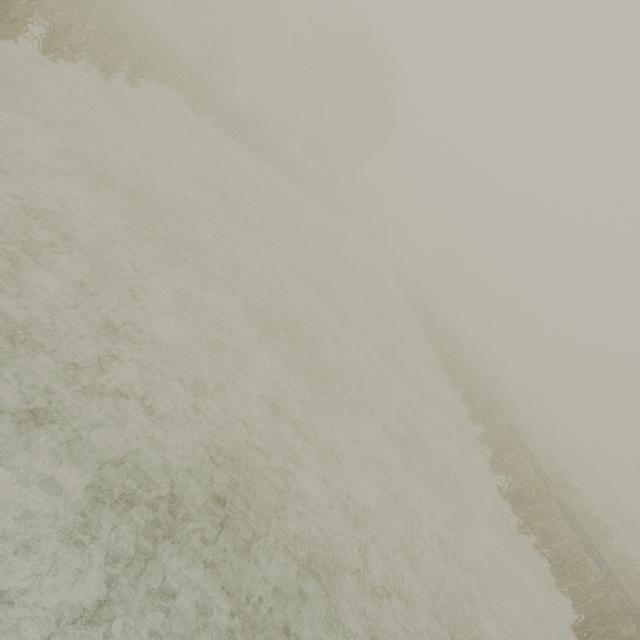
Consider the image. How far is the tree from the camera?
57.6 meters

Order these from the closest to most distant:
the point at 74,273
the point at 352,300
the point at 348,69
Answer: the point at 74,273 → the point at 352,300 → the point at 348,69

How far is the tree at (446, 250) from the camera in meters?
57.6
